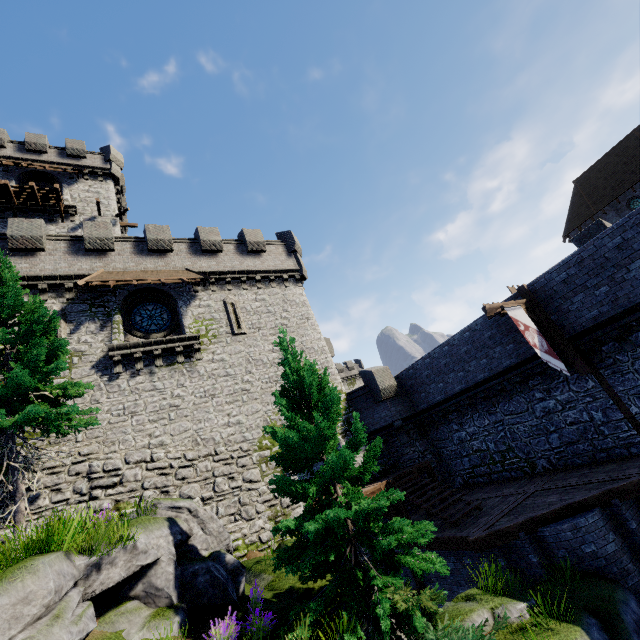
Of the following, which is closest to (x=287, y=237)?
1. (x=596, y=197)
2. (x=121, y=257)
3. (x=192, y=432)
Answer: (x=121, y=257)

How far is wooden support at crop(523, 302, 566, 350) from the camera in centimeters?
1217cm

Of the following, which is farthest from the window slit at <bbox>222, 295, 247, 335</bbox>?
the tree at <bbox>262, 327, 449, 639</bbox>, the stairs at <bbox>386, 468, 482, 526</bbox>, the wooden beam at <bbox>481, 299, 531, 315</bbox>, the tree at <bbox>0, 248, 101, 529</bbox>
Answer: the wooden beam at <bbox>481, 299, 531, 315</bbox>

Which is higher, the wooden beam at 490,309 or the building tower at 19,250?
the building tower at 19,250

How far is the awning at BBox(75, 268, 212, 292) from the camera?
15.9m

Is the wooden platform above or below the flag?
above

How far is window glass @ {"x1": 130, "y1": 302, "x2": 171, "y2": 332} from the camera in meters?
17.5

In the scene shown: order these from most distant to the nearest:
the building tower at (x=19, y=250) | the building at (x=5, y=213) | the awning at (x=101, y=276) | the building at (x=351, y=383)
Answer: the building at (x=351, y=383) < the building at (x=5, y=213) < the awning at (x=101, y=276) < the building tower at (x=19, y=250)
